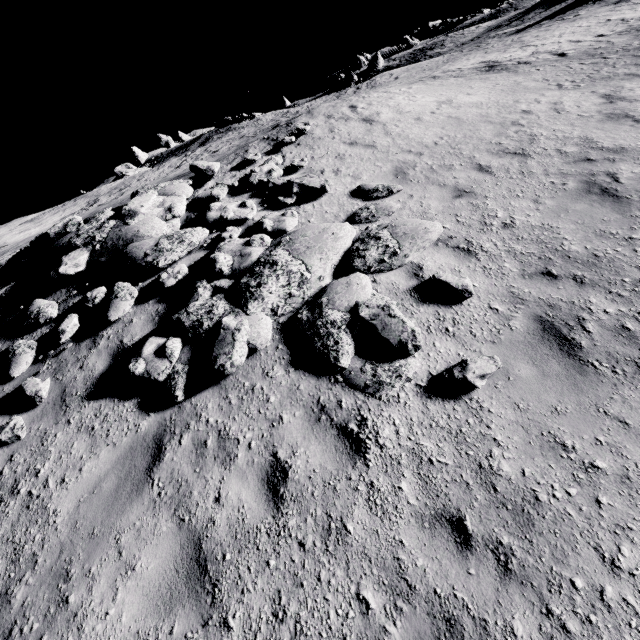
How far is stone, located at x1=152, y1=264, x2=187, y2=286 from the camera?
6.8 meters

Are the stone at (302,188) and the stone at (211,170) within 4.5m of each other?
yes

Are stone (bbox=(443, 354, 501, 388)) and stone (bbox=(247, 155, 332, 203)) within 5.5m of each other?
no

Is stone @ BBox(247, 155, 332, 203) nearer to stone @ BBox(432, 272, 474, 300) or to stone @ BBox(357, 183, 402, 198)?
stone @ BBox(432, 272, 474, 300)

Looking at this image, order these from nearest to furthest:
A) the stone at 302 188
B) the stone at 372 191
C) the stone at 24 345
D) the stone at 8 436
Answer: the stone at 8 436
the stone at 24 345
the stone at 372 191
the stone at 302 188

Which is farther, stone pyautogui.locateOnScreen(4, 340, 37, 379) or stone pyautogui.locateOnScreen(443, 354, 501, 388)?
stone pyautogui.locateOnScreen(4, 340, 37, 379)

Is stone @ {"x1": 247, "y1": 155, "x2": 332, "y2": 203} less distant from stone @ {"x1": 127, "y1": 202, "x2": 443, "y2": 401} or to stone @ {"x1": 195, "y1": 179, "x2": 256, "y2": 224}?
stone @ {"x1": 195, "y1": 179, "x2": 256, "y2": 224}

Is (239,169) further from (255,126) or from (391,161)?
(255,126)
